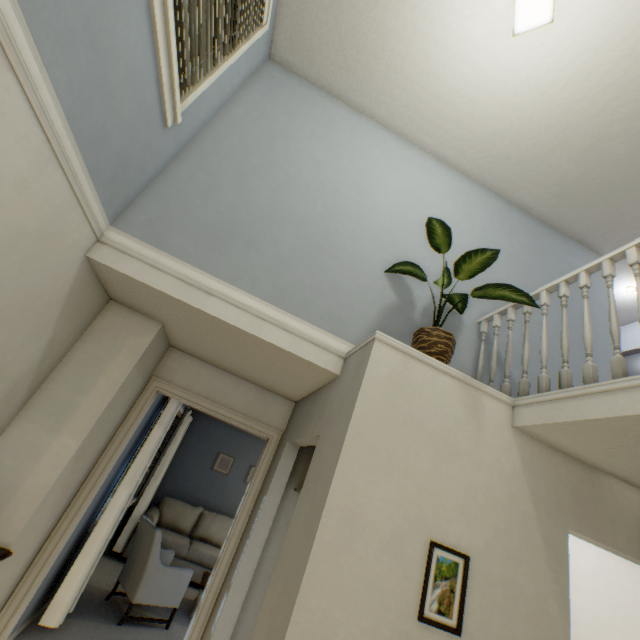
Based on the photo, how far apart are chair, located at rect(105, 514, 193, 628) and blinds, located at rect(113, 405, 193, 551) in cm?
44

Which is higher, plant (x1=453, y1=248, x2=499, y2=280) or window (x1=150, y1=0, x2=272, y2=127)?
window (x1=150, y1=0, x2=272, y2=127)

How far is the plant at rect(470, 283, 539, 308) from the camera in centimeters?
211cm

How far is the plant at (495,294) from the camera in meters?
2.1

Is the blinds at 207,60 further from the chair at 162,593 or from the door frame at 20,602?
the chair at 162,593

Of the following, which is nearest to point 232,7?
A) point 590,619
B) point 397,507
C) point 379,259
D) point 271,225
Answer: point 271,225

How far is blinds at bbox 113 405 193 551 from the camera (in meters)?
5.02

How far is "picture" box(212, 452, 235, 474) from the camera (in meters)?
6.63
